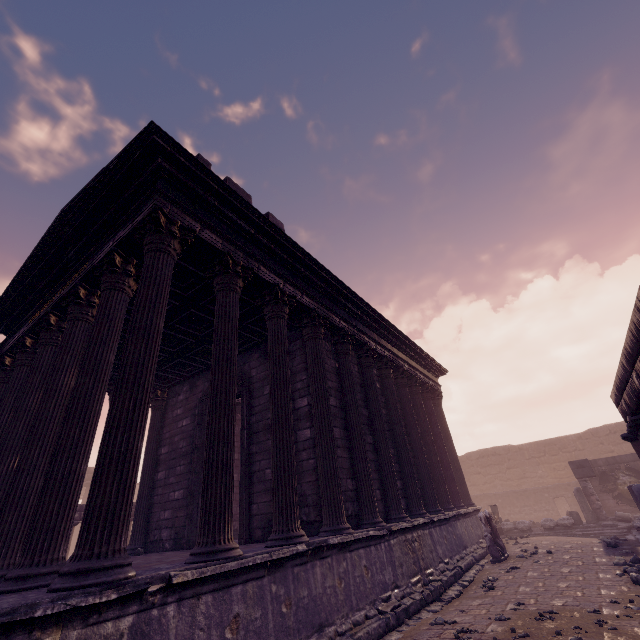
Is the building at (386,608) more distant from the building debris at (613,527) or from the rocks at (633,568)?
the rocks at (633,568)

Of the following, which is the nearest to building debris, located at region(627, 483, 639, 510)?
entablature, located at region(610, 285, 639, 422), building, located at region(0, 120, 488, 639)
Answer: building, located at region(0, 120, 488, 639)

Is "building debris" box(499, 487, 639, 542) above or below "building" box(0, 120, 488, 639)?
below

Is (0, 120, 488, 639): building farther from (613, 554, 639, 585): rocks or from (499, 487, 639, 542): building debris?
(613, 554, 639, 585): rocks

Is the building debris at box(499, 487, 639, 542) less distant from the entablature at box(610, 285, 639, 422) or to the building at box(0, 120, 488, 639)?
the building at box(0, 120, 488, 639)

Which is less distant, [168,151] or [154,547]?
[168,151]

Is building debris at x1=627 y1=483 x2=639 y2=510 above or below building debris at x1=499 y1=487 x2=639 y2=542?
above

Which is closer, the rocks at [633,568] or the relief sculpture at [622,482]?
the rocks at [633,568]
